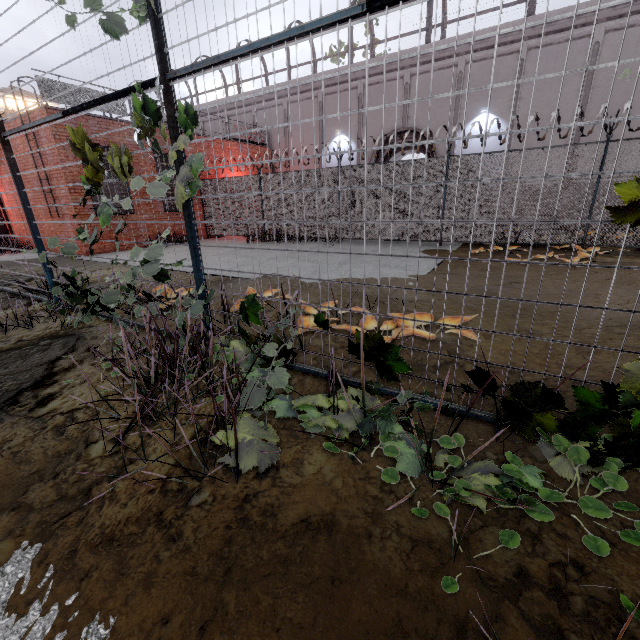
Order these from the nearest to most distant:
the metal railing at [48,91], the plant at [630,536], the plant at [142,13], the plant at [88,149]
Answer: the plant at [630,536] → the plant at [142,13] → the plant at [88,149] → the metal railing at [48,91]

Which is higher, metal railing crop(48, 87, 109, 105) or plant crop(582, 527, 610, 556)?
metal railing crop(48, 87, 109, 105)

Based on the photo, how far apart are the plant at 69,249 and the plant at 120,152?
1.9 meters

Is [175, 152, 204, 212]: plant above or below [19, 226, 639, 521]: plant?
above

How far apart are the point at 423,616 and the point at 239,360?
2.18m

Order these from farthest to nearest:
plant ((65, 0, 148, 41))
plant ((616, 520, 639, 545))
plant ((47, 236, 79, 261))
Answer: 1. plant ((47, 236, 79, 261))
2. plant ((65, 0, 148, 41))
3. plant ((616, 520, 639, 545))

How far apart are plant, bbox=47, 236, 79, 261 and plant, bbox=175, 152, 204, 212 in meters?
1.9 m

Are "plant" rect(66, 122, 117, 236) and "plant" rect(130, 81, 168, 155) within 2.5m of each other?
yes
